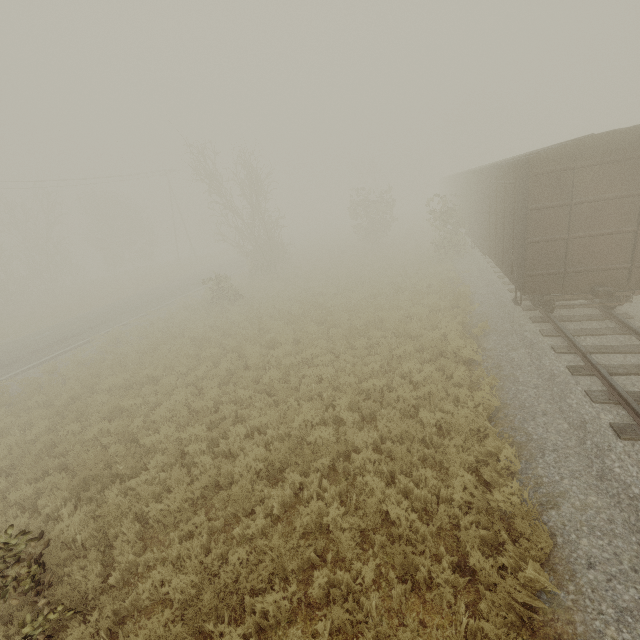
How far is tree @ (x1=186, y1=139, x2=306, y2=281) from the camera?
22.50m

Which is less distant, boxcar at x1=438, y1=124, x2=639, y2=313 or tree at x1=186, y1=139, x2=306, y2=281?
boxcar at x1=438, y1=124, x2=639, y2=313

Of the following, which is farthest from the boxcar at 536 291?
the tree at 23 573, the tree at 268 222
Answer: the tree at 268 222

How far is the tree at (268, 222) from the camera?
22.50m

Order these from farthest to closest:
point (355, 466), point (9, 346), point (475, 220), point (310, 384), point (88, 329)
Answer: point (88, 329) → point (9, 346) → point (475, 220) → point (310, 384) → point (355, 466)

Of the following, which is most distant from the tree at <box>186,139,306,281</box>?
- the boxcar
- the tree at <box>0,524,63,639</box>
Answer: the boxcar

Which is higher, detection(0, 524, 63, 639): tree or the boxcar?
the boxcar

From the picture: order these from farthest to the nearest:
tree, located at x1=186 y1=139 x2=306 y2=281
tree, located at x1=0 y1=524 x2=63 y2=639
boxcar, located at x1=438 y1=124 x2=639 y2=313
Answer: tree, located at x1=186 y1=139 x2=306 y2=281 → boxcar, located at x1=438 y1=124 x2=639 y2=313 → tree, located at x1=0 y1=524 x2=63 y2=639
